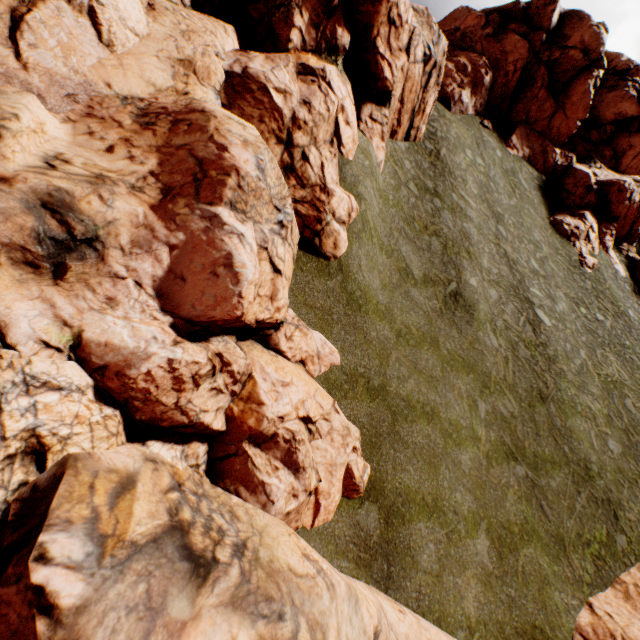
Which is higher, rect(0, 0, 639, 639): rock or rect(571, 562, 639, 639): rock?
rect(0, 0, 639, 639): rock

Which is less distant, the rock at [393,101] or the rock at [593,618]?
the rock at [393,101]

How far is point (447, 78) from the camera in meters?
28.4 m

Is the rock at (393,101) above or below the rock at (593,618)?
above

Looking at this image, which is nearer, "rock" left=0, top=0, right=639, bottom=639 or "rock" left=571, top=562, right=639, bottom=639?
"rock" left=0, top=0, right=639, bottom=639
